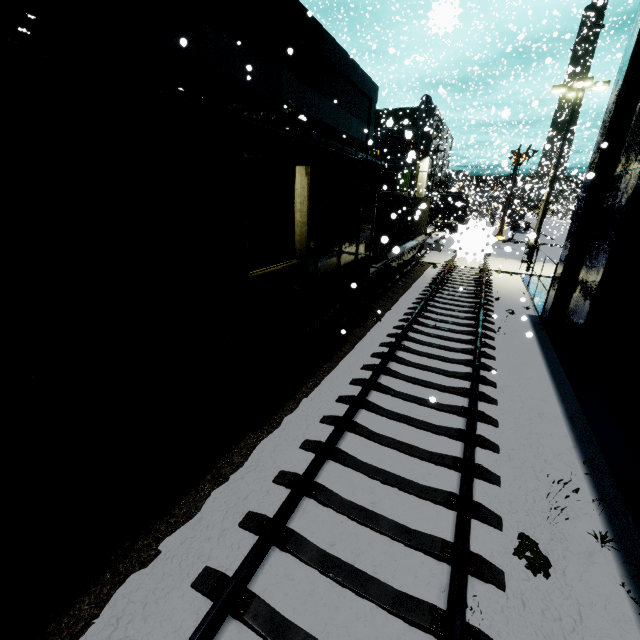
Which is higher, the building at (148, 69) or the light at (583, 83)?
the light at (583, 83)

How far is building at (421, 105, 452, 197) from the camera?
34.93m

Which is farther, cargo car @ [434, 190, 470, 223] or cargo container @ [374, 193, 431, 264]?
cargo car @ [434, 190, 470, 223]

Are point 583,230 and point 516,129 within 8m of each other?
no

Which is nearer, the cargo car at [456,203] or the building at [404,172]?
the building at [404,172]

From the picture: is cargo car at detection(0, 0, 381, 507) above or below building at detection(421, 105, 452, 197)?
below

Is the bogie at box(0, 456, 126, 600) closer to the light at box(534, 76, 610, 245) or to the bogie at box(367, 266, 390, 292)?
the bogie at box(367, 266, 390, 292)
